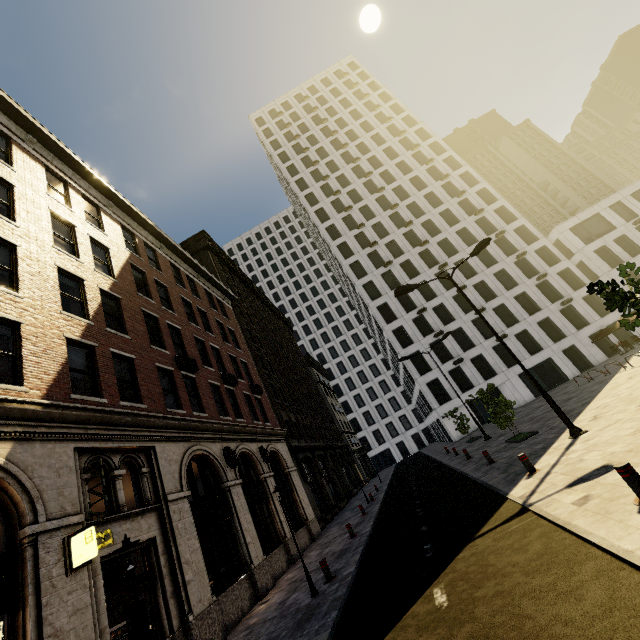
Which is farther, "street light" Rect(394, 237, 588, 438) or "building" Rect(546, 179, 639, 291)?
"building" Rect(546, 179, 639, 291)

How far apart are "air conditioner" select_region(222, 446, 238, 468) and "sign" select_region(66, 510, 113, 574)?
7.5 meters

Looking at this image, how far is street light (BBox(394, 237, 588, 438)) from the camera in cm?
1110

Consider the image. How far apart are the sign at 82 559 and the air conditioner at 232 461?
7.5 meters

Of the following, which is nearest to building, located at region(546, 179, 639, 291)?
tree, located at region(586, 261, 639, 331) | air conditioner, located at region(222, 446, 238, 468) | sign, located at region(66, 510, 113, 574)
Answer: tree, located at region(586, 261, 639, 331)

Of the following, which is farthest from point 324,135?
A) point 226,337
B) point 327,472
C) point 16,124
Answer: point 327,472

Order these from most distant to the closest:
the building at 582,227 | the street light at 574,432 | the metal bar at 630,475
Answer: the building at 582,227 → the street light at 574,432 → the metal bar at 630,475

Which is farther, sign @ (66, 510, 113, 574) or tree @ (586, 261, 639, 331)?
sign @ (66, 510, 113, 574)
